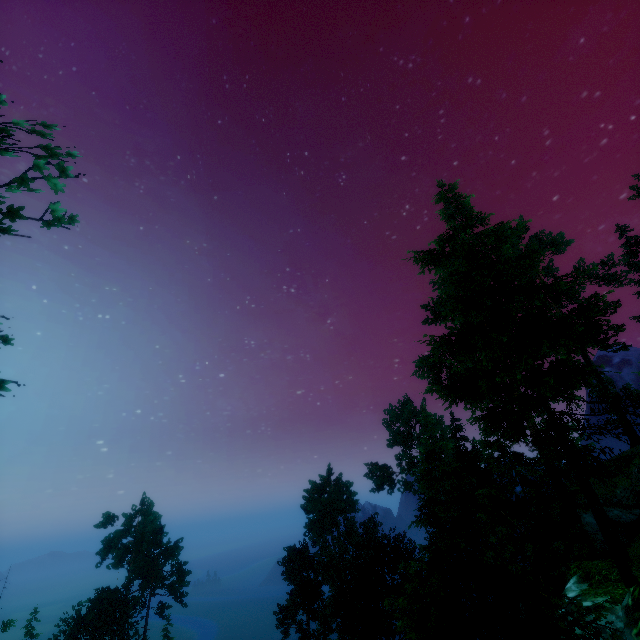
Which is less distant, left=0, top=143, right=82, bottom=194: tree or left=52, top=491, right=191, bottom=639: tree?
left=0, top=143, right=82, bottom=194: tree

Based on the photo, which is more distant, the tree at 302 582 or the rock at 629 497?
the rock at 629 497

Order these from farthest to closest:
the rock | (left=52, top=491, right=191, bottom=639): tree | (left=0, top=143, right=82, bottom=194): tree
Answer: (left=52, top=491, right=191, bottom=639): tree
the rock
(left=0, top=143, right=82, bottom=194): tree

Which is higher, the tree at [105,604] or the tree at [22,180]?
the tree at [22,180]

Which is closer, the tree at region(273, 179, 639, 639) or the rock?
the tree at region(273, 179, 639, 639)

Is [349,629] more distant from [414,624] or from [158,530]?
[414,624]
